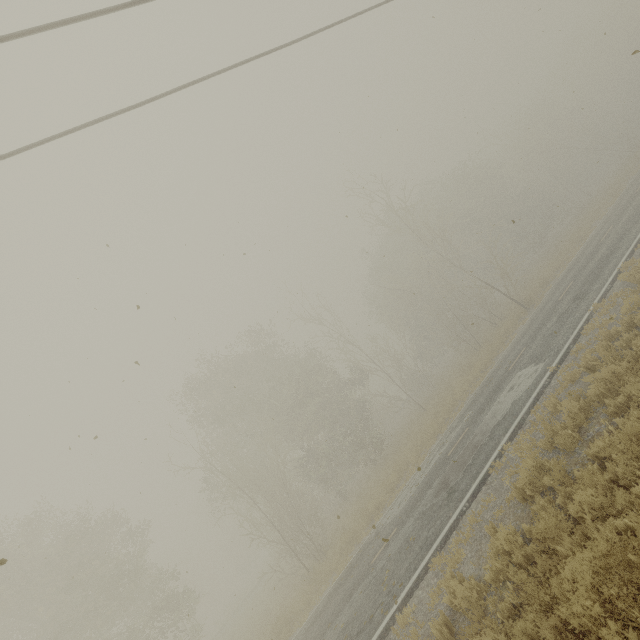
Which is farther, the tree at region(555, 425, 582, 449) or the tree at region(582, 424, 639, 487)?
the tree at region(555, 425, 582, 449)

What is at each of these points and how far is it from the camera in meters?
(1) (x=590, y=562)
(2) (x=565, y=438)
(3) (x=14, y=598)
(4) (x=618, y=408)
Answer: (1) tree, 4.6 m
(2) tree, 7.3 m
(3) tree, 18.1 m
(4) tree, 6.8 m

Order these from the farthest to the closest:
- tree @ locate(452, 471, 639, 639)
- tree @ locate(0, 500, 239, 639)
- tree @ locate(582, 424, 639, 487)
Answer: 1. tree @ locate(0, 500, 239, 639)
2. tree @ locate(582, 424, 639, 487)
3. tree @ locate(452, 471, 639, 639)

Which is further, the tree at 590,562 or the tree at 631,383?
the tree at 631,383

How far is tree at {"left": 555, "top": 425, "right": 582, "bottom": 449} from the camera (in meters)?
7.09

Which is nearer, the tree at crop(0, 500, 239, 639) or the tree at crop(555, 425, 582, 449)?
the tree at crop(555, 425, 582, 449)

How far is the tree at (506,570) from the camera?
5.5m
